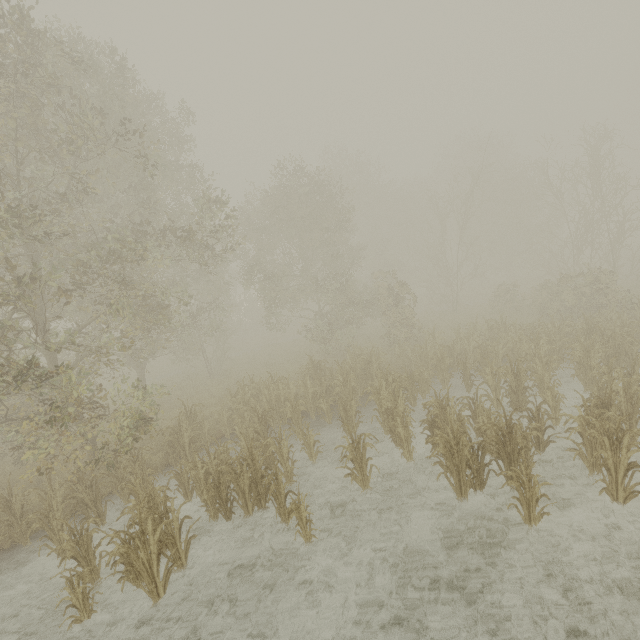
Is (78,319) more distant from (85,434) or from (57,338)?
(85,434)
